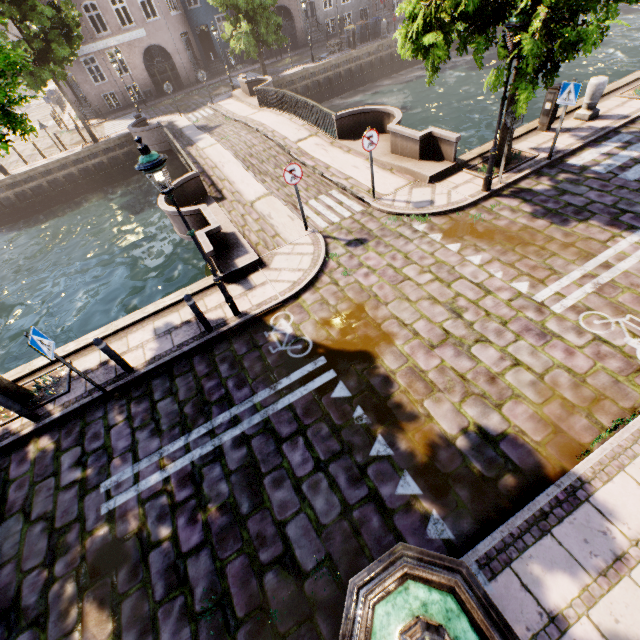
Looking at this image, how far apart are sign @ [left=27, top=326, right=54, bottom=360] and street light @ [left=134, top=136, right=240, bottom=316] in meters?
3.1 m

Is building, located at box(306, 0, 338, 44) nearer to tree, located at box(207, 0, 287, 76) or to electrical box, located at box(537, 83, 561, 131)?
tree, located at box(207, 0, 287, 76)

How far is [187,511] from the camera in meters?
5.0 m

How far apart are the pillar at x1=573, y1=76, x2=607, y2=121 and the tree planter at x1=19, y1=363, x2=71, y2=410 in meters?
16.7

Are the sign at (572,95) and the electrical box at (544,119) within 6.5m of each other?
yes

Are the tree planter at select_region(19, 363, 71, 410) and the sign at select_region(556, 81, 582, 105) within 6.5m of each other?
no

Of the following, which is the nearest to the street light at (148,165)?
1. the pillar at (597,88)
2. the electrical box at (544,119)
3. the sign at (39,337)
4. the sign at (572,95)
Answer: the sign at (39,337)
